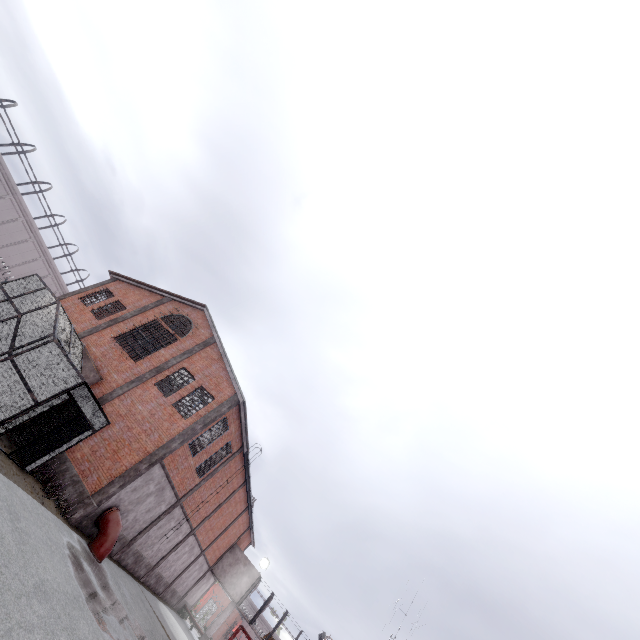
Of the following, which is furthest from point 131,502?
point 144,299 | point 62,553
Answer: point 144,299

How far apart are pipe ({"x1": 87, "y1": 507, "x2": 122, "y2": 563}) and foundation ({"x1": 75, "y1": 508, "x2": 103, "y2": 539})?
0.1 meters

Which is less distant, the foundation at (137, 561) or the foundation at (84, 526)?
the foundation at (84, 526)

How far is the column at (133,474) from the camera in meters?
14.2

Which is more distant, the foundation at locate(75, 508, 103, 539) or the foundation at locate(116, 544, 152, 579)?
the foundation at locate(116, 544, 152, 579)

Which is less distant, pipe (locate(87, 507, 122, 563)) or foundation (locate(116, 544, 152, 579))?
pipe (locate(87, 507, 122, 563))

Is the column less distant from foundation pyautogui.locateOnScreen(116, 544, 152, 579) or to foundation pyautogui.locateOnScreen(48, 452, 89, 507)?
foundation pyautogui.locateOnScreen(48, 452, 89, 507)

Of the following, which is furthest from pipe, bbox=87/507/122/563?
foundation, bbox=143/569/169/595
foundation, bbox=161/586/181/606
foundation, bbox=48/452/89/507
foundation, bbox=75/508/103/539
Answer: foundation, bbox=161/586/181/606
